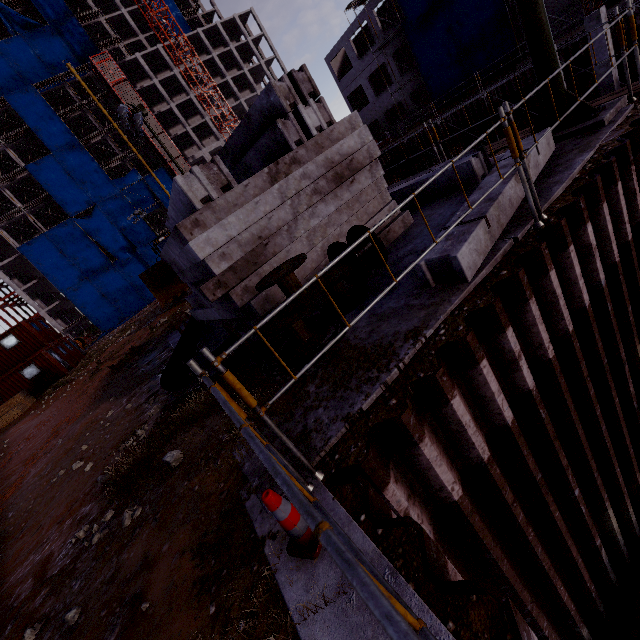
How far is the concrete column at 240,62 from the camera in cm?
5691

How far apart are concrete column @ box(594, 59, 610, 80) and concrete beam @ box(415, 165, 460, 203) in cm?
1516

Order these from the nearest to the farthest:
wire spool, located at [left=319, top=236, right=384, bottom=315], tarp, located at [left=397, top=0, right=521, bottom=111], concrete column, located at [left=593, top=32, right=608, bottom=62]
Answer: wire spool, located at [left=319, top=236, right=384, bottom=315], concrete column, located at [left=593, top=32, right=608, bottom=62], tarp, located at [left=397, top=0, right=521, bottom=111]

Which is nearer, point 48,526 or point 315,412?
point 315,412

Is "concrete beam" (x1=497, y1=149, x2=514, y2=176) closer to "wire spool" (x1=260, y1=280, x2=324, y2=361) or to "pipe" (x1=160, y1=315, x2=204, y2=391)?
"wire spool" (x1=260, y1=280, x2=324, y2=361)

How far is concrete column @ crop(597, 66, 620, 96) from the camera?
15.2 meters

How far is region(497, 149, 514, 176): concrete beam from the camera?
4.9 meters

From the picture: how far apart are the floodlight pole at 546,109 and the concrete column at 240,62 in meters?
66.0 m
